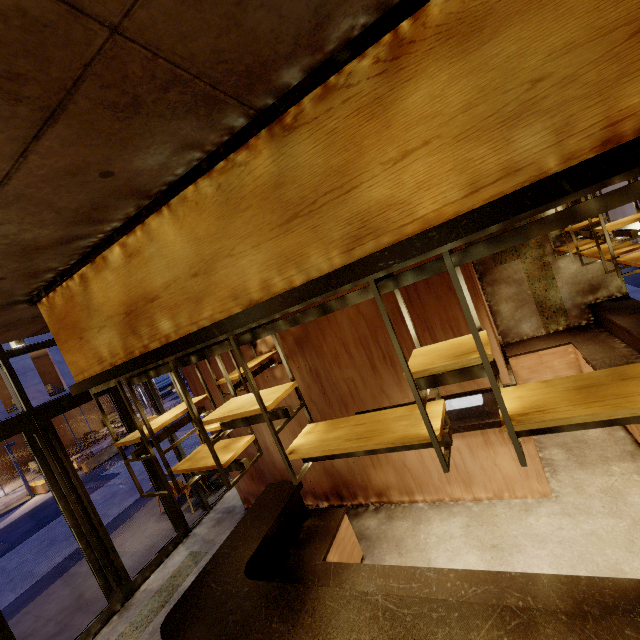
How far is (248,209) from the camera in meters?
1.9

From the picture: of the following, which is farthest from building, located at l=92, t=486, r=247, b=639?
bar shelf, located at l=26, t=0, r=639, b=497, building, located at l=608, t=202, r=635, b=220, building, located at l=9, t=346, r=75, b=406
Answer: building, located at l=9, t=346, r=75, b=406

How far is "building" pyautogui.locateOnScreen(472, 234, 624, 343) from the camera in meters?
6.7

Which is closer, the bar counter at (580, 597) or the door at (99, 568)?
the bar counter at (580, 597)

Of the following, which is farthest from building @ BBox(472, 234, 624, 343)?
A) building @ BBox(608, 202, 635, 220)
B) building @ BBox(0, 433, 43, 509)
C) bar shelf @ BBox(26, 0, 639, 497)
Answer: building @ BBox(0, 433, 43, 509)

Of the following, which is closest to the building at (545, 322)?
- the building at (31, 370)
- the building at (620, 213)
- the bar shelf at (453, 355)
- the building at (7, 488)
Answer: the bar shelf at (453, 355)

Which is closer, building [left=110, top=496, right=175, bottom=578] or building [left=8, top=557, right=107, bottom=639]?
building [left=8, top=557, right=107, bottom=639]

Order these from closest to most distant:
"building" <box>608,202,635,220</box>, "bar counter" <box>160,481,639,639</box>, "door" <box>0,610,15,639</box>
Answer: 1. "bar counter" <box>160,481,639,639</box>
2. "door" <box>0,610,15,639</box>
3. "building" <box>608,202,635,220</box>
